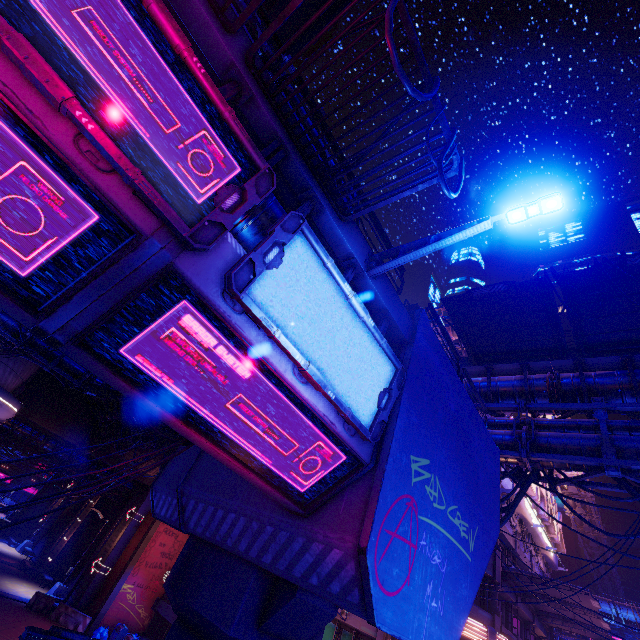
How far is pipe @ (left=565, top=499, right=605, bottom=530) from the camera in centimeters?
3306cm

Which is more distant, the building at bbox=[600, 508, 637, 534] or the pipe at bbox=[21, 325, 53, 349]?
the building at bbox=[600, 508, 637, 534]

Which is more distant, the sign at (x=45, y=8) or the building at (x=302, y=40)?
the building at (x=302, y=40)

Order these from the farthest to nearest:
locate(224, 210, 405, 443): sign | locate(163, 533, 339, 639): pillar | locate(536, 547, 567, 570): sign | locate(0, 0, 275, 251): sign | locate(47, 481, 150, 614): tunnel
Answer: locate(536, 547, 567, 570): sign → locate(47, 481, 150, 614): tunnel → locate(163, 533, 339, 639): pillar → locate(224, 210, 405, 443): sign → locate(0, 0, 275, 251): sign

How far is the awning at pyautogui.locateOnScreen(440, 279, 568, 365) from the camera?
13.2 meters

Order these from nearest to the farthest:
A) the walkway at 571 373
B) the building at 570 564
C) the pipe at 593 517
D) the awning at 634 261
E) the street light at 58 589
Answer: the awning at 634 261 < the walkway at 571 373 < the street light at 58 589 < the pipe at 593 517 < the building at 570 564

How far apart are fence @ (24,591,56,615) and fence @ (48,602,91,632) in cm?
31

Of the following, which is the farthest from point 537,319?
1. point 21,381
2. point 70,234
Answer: point 21,381
